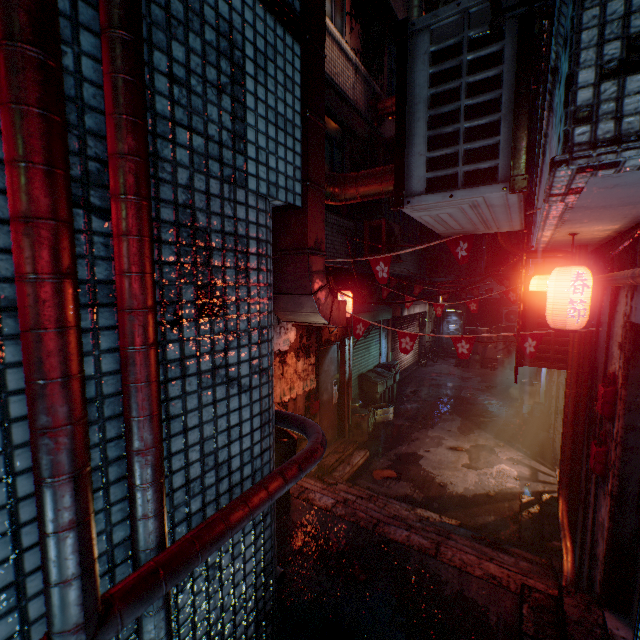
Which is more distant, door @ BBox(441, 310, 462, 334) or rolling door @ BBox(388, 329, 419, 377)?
door @ BBox(441, 310, 462, 334)

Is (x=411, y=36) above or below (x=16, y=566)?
above

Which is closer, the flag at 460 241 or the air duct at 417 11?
the flag at 460 241

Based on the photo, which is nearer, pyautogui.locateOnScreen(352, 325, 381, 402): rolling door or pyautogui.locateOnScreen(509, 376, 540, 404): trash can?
pyautogui.locateOnScreen(352, 325, 381, 402): rolling door

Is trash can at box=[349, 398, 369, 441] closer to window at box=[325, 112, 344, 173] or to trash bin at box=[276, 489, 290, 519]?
trash bin at box=[276, 489, 290, 519]

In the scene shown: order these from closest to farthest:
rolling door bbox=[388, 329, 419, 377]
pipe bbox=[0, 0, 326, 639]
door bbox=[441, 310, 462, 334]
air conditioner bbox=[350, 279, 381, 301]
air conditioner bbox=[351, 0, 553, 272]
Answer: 1. pipe bbox=[0, 0, 326, 639]
2. air conditioner bbox=[351, 0, 553, 272]
3. air conditioner bbox=[350, 279, 381, 301]
4. rolling door bbox=[388, 329, 419, 377]
5. door bbox=[441, 310, 462, 334]

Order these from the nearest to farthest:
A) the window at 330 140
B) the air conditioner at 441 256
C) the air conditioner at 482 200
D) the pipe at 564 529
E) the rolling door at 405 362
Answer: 1. the air conditioner at 482 200
2. the pipe at 564 529
3. the window at 330 140
4. the air conditioner at 441 256
5. the rolling door at 405 362

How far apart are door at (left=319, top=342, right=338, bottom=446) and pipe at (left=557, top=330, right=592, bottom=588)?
3.36m
